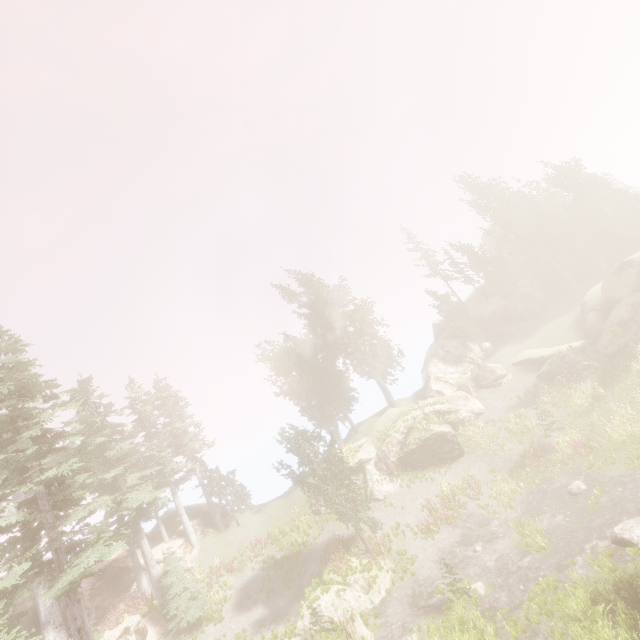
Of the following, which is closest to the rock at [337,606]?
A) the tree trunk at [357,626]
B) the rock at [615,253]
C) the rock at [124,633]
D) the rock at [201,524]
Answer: the tree trunk at [357,626]

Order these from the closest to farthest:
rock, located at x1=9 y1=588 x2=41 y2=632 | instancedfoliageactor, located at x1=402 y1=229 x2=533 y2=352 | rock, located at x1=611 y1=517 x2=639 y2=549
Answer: rock, located at x1=611 y1=517 x2=639 y2=549 → rock, located at x1=9 y1=588 x2=41 y2=632 → instancedfoliageactor, located at x1=402 y1=229 x2=533 y2=352

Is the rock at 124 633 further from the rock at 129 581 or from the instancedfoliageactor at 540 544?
the rock at 129 581

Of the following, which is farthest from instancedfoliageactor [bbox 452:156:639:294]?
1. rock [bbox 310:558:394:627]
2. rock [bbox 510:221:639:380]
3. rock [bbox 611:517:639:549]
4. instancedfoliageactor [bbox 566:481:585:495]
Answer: instancedfoliageactor [bbox 566:481:585:495]

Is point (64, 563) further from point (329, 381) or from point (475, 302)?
point (475, 302)

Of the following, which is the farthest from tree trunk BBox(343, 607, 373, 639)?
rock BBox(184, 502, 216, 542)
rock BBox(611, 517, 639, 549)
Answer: rock BBox(184, 502, 216, 542)

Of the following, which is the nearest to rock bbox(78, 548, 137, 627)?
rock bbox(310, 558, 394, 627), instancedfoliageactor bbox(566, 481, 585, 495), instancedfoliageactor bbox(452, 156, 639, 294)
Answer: instancedfoliageactor bbox(452, 156, 639, 294)

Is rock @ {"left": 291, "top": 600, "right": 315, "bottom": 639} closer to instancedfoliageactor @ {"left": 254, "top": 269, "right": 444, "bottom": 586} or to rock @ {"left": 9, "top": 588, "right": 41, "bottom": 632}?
instancedfoliageactor @ {"left": 254, "top": 269, "right": 444, "bottom": 586}
